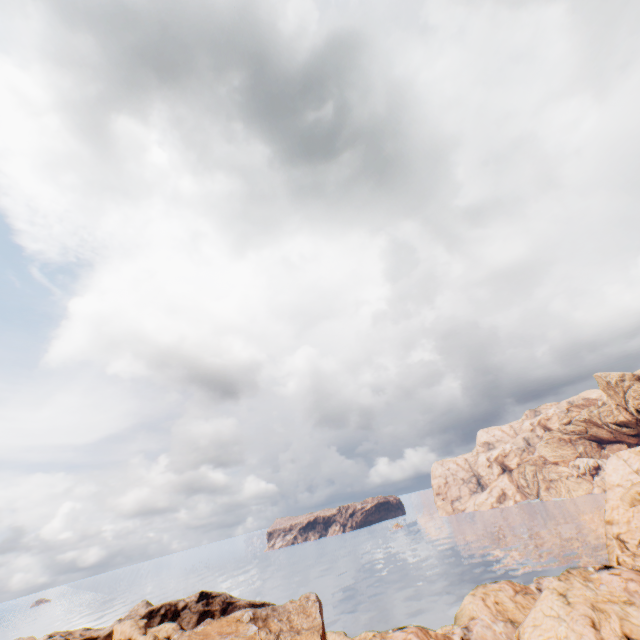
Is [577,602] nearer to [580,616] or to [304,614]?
[580,616]
